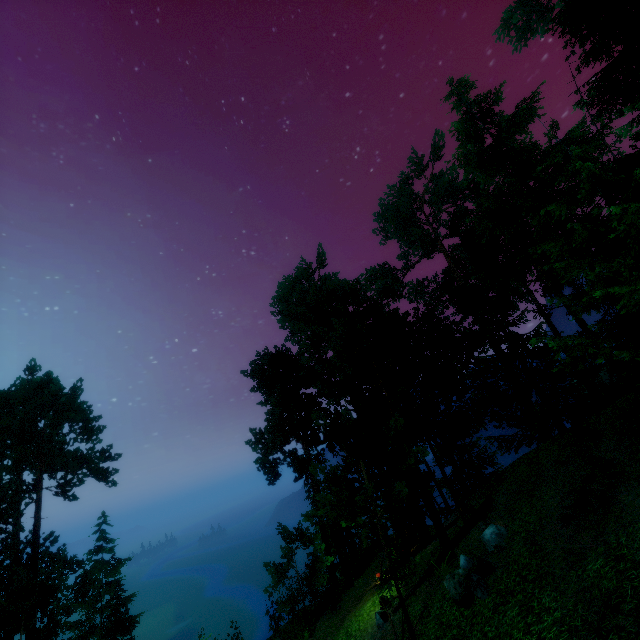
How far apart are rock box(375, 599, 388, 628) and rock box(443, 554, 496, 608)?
5.3 meters

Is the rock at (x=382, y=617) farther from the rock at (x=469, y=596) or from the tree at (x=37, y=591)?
the rock at (x=469, y=596)

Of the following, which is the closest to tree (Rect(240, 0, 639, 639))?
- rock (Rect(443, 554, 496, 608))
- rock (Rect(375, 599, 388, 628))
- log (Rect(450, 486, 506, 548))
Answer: log (Rect(450, 486, 506, 548))

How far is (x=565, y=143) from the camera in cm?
1856

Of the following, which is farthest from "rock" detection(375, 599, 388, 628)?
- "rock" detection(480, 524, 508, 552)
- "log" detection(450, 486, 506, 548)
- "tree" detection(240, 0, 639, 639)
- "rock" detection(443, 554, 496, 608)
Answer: "rock" detection(480, 524, 508, 552)

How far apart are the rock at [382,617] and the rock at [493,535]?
6.0m

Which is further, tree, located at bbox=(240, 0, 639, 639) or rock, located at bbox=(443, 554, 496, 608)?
tree, located at bbox=(240, 0, 639, 639)

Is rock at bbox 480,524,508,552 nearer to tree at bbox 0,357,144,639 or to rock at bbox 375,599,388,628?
tree at bbox 0,357,144,639
